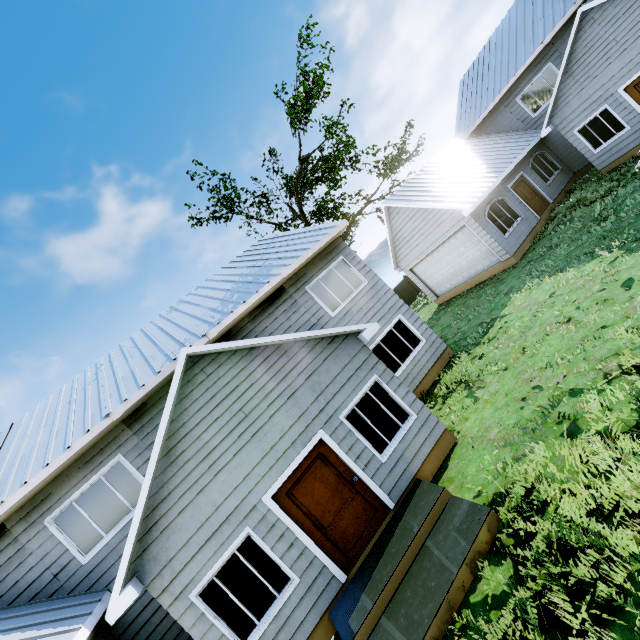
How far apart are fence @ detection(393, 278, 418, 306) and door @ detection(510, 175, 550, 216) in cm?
1312

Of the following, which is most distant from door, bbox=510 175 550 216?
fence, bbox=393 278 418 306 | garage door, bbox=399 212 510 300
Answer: fence, bbox=393 278 418 306

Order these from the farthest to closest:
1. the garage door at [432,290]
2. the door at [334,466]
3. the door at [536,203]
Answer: the door at [536,203] < the garage door at [432,290] < the door at [334,466]

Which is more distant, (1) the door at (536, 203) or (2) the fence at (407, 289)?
(2) the fence at (407, 289)

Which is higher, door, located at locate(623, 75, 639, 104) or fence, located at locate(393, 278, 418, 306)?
door, located at locate(623, 75, 639, 104)

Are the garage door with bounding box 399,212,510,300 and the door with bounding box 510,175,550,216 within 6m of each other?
yes

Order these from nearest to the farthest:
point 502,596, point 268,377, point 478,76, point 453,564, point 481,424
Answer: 1. point 502,596
2. point 453,564
3. point 268,377
4. point 481,424
5. point 478,76

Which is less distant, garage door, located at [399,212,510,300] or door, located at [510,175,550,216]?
garage door, located at [399,212,510,300]
